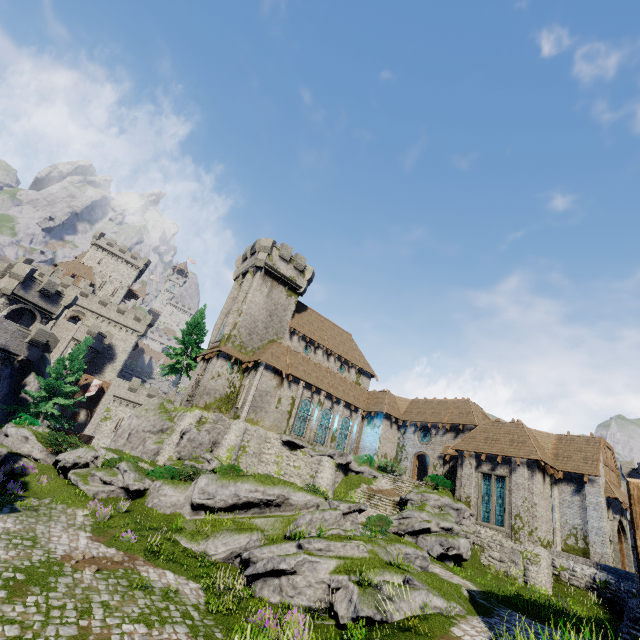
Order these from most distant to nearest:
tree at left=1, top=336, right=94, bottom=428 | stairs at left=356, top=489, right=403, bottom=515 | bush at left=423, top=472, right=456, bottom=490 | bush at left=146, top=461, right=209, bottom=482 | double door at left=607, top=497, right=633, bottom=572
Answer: tree at left=1, top=336, right=94, bottom=428 < bush at left=423, top=472, right=456, bottom=490 < stairs at left=356, top=489, right=403, bottom=515 < double door at left=607, top=497, right=633, bottom=572 < bush at left=146, top=461, right=209, bottom=482

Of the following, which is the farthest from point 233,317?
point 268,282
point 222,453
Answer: point 222,453

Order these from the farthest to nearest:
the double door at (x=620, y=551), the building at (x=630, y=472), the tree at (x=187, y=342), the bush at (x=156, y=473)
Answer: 1. the tree at (x=187, y=342)
2. the building at (x=630, y=472)
3. the double door at (x=620, y=551)
4. the bush at (x=156, y=473)

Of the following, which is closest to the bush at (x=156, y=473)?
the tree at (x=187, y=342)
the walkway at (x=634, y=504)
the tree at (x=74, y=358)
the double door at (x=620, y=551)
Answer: the tree at (x=74, y=358)

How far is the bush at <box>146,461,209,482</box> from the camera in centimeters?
1938cm

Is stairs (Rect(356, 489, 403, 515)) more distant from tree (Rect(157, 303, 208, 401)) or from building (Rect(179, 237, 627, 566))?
tree (Rect(157, 303, 208, 401))

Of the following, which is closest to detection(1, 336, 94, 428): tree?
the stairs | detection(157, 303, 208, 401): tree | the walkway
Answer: detection(157, 303, 208, 401): tree

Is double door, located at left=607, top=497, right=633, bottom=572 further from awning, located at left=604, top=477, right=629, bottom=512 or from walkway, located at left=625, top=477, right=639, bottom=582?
walkway, located at left=625, top=477, right=639, bottom=582
